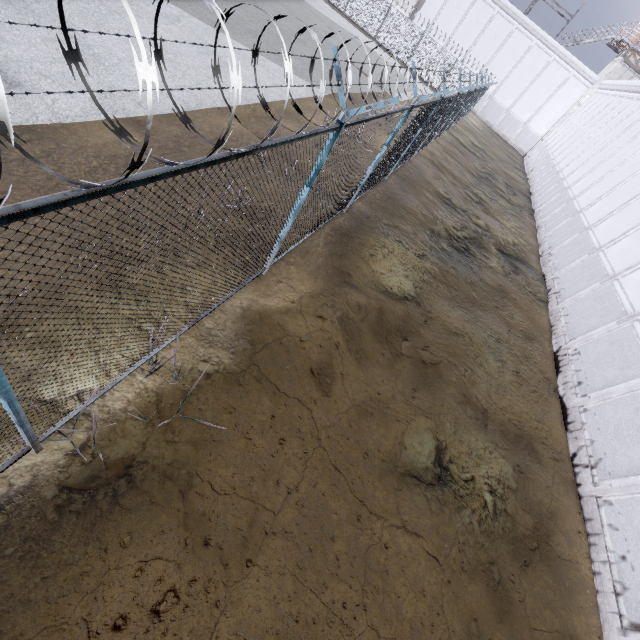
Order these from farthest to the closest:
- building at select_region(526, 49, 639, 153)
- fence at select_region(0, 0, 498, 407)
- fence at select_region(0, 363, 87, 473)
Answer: building at select_region(526, 49, 639, 153), fence at select_region(0, 363, 87, 473), fence at select_region(0, 0, 498, 407)

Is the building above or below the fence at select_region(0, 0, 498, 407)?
above

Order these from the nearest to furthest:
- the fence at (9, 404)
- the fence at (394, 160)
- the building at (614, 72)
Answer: the fence at (394, 160), the fence at (9, 404), the building at (614, 72)

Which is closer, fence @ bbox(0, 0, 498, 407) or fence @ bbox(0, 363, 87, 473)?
fence @ bbox(0, 0, 498, 407)

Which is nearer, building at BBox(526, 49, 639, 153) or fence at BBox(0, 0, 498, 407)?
fence at BBox(0, 0, 498, 407)

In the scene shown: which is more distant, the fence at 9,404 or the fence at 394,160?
the fence at 9,404

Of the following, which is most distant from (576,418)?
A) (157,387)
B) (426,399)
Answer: (157,387)
